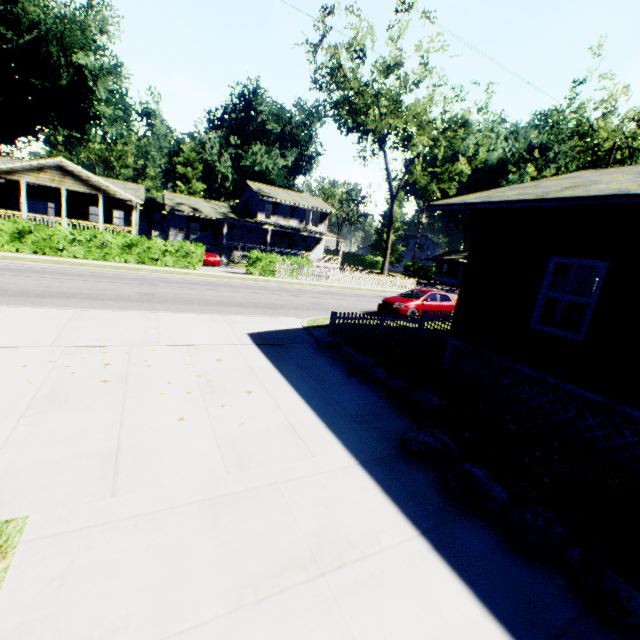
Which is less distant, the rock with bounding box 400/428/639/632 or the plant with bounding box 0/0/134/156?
the rock with bounding box 400/428/639/632

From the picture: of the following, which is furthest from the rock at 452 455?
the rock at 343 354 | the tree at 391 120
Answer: the tree at 391 120

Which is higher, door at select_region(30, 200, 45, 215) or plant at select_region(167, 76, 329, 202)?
plant at select_region(167, 76, 329, 202)

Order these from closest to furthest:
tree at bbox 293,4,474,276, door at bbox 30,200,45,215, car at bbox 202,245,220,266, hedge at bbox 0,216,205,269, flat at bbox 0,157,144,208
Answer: hedge at bbox 0,216,205,269 → tree at bbox 293,4,474,276 → flat at bbox 0,157,144,208 → car at bbox 202,245,220,266 → door at bbox 30,200,45,215

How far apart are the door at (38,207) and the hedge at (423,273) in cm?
4769

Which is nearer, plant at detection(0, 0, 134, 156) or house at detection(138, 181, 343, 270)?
house at detection(138, 181, 343, 270)

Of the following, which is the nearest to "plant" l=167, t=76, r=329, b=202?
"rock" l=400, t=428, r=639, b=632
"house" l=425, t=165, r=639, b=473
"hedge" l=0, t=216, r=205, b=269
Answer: "hedge" l=0, t=216, r=205, b=269

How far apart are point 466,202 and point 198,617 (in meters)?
8.10
